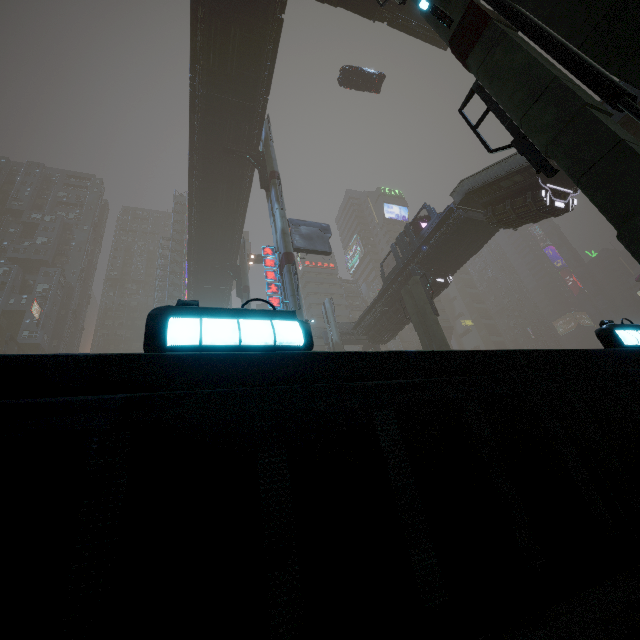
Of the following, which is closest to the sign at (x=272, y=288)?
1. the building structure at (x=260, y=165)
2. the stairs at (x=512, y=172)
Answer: the building structure at (x=260, y=165)

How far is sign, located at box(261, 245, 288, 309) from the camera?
20.1 meters

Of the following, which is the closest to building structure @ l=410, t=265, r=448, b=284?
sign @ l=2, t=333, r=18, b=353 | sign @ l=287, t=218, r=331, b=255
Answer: sign @ l=287, t=218, r=331, b=255

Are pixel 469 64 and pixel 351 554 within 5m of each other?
no

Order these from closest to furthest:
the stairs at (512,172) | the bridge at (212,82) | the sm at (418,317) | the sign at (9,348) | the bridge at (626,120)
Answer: the bridge at (626,120)
the stairs at (512,172)
the bridge at (212,82)
the sm at (418,317)
the sign at (9,348)

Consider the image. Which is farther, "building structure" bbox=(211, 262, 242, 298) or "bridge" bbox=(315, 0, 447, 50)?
"building structure" bbox=(211, 262, 242, 298)

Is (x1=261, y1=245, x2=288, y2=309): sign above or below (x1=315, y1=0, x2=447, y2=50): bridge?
below

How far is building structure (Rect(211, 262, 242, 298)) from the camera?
39.0 meters
